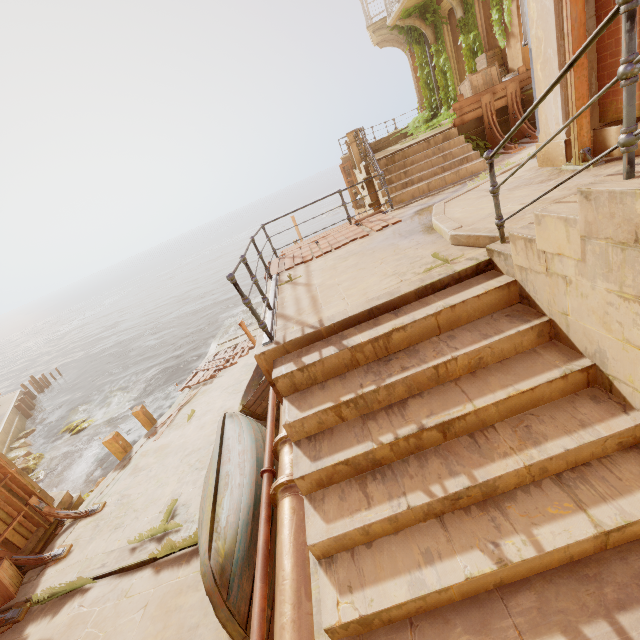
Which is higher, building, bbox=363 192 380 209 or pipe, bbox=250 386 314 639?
building, bbox=363 192 380 209

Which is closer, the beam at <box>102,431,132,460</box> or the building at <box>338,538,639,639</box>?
the building at <box>338,538,639,639</box>

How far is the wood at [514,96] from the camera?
9.1m

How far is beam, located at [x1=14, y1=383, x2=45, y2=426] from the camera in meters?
25.1 m

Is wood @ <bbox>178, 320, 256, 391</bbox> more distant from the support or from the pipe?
the support

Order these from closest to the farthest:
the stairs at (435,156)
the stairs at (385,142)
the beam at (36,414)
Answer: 1. the stairs at (435,156)
2. the stairs at (385,142)
3. the beam at (36,414)

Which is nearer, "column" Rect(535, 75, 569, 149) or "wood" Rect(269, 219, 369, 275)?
"column" Rect(535, 75, 569, 149)

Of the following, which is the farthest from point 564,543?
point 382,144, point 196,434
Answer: point 382,144
